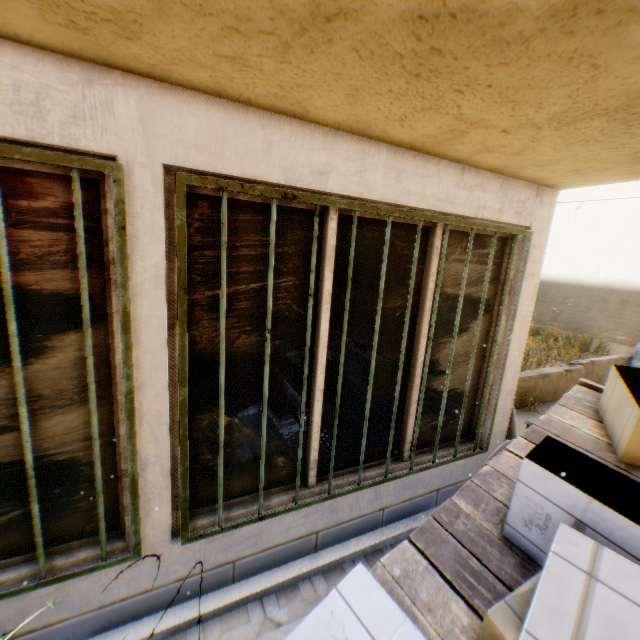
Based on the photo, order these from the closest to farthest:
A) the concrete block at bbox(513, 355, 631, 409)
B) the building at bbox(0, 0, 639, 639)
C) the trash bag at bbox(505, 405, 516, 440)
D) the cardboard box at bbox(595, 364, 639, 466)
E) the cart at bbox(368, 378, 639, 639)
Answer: the building at bbox(0, 0, 639, 639), the cart at bbox(368, 378, 639, 639), the cardboard box at bbox(595, 364, 639, 466), the trash bag at bbox(505, 405, 516, 440), the concrete block at bbox(513, 355, 631, 409)

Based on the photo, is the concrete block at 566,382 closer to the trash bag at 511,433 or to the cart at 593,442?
the trash bag at 511,433

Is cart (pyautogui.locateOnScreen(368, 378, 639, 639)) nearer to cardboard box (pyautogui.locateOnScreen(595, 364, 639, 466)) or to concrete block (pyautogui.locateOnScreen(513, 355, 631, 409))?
cardboard box (pyautogui.locateOnScreen(595, 364, 639, 466))

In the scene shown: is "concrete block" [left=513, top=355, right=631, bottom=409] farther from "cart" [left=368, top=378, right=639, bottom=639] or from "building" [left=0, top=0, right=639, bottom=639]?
"cart" [left=368, top=378, right=639, bottom=639]

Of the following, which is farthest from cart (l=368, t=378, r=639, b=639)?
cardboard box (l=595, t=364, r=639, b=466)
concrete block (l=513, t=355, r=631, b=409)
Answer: concrete block (l=513, t=355, r=631, b=409)

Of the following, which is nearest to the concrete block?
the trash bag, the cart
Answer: the trash bag

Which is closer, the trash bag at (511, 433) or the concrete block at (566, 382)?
the trash bag at (511, 433)

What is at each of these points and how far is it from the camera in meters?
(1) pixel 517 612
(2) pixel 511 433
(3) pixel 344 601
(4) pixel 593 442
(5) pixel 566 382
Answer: (1) cardboard box, 1.6
(2) trash bag, 3.9
(3) cardboard box, 1.7
(4) cart, 2.9
(5) concrete block, 6.7
